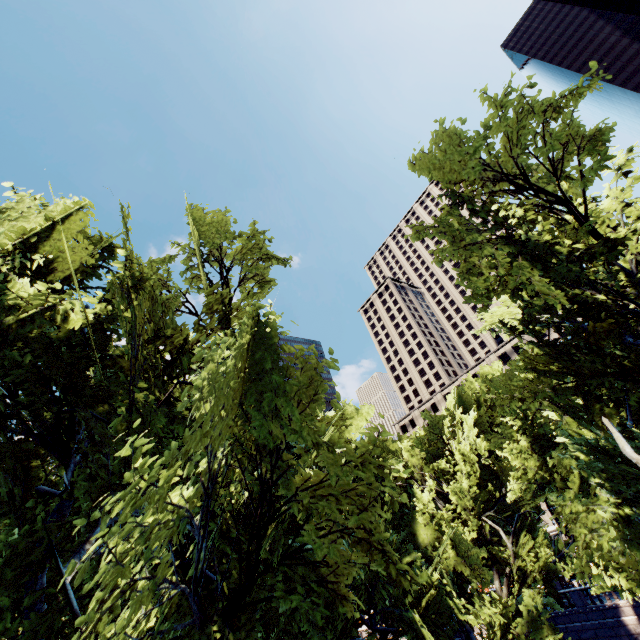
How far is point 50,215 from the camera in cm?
1023
